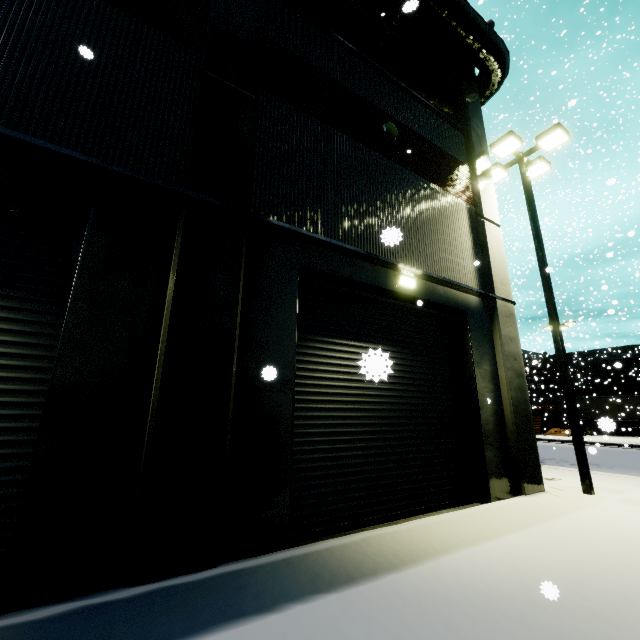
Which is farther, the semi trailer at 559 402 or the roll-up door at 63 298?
the semi trailer at 559 402

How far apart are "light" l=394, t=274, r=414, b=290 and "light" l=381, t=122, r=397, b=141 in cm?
374

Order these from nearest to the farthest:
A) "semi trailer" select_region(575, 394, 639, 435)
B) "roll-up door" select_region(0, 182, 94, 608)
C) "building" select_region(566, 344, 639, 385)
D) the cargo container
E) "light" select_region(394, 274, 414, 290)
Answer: "roll-up door" select_region(0, 182, 94, 608)
"light" select_region(394, 274, 414, 290)
"semi trailer" select_region(575, 394, 639, 435)
the cargo container
"building" select_region(566, 344, 639, 385)

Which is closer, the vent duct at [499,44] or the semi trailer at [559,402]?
the vent duct at [499,44]

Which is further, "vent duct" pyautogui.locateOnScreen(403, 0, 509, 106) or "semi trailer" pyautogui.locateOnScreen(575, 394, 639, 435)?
"semi trailer" pyautogui.locateOnScreen(575, 394, 639, 435)

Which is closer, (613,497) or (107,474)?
(107,474)

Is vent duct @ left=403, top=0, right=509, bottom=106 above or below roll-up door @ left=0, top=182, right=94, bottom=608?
above

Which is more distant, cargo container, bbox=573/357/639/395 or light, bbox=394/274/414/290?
cargo container, bbox=573/357/639/395
